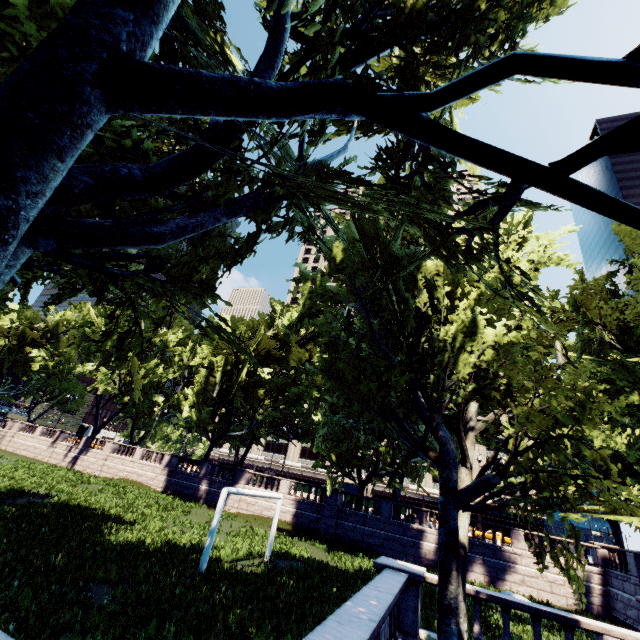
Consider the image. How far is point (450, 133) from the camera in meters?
3.9 m
